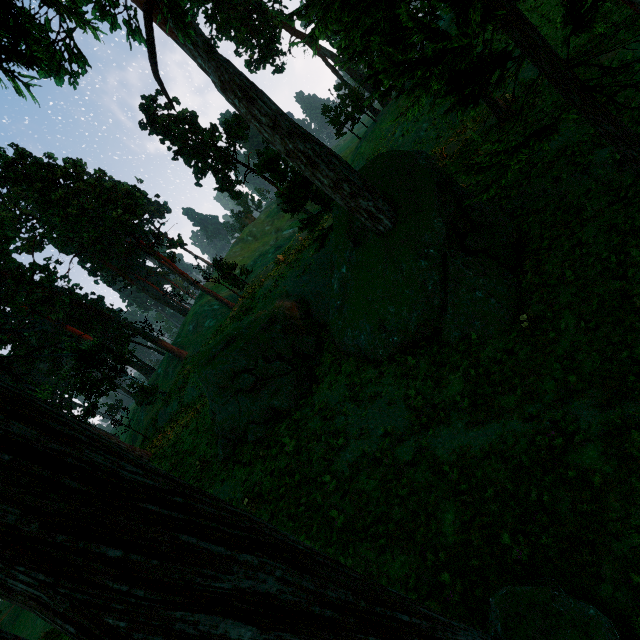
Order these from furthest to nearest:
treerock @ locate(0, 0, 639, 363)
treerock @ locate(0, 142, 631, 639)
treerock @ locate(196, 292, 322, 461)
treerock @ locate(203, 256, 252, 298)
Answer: treerock @ locate(203, 256, 252, 298), treerock @ locate(196, 292, 322, 461), treerock @ locate(0, 0, 639, 363), treerock @ locate(0, 142, 631, 639)

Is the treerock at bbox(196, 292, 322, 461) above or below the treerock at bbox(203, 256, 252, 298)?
below

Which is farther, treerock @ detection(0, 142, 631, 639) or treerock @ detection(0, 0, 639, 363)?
treerock @ detection(0, 0, 639, 363)

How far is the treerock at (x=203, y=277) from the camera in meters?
29.0 m

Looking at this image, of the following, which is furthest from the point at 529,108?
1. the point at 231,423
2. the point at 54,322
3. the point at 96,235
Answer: the point at 54,322

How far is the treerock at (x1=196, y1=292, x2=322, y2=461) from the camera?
15.3m

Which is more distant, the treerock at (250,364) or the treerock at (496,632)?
the treerock at (250,364)
